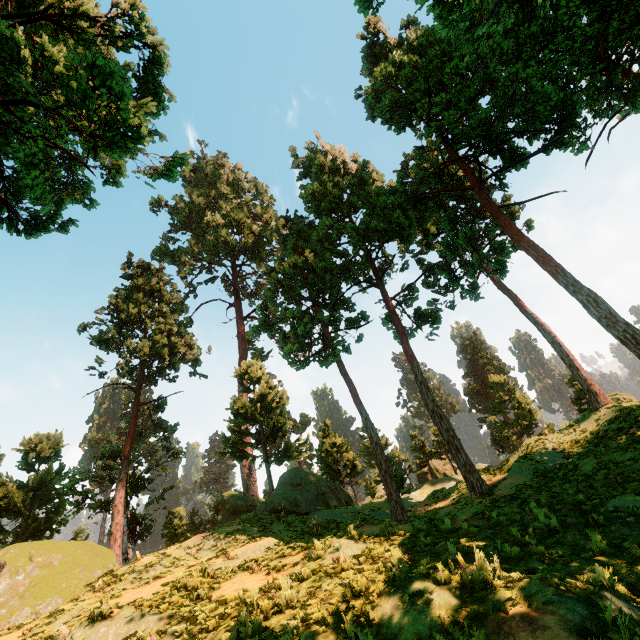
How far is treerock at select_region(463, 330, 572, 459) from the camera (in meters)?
36.94

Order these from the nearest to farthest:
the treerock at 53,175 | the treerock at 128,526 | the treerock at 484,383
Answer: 1. the treerock at 53,175
2. the treerock at 128,526
3. the treerock at 484,383

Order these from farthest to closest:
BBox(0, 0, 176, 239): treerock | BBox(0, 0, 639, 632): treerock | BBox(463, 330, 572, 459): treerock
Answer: BBox(463, 330, 572, 459): treerock → BBox(0, 0, 639, 632): treerock → BBox(0, 0, 176, 239): treerock

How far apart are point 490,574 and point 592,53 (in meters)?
24.97

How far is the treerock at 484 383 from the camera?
36.9m

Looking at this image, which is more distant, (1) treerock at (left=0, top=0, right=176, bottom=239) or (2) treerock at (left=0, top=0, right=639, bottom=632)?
(2) treerock at (left=0, top=0, right=639, bottom=632)
